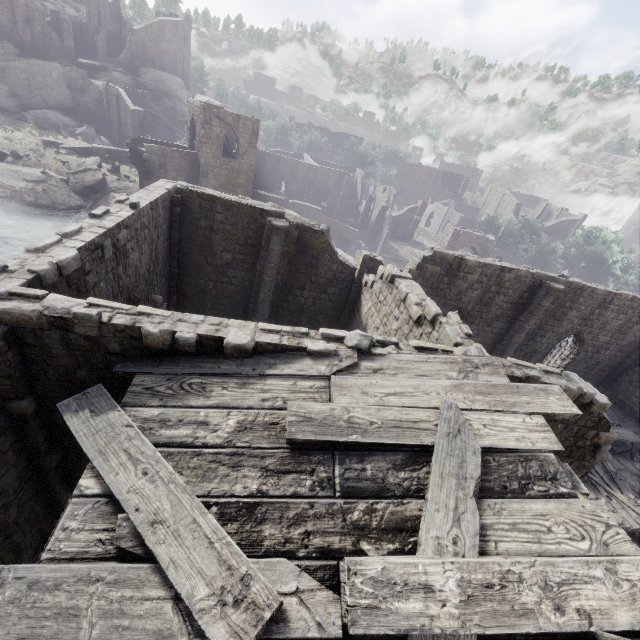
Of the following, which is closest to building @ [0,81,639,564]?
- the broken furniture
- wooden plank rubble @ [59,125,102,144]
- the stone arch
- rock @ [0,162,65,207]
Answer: the stone arch

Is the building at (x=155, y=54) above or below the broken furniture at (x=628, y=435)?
above

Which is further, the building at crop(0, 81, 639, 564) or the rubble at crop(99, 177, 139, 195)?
the rubble at crop(99, 177, 139, 195)

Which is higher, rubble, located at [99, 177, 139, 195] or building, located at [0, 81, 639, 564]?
building, located at [0, 81, 639, 564]

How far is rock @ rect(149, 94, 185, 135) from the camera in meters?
55.0 m

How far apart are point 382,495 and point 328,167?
51.9 meters

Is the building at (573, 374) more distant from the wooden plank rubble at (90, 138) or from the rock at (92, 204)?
the wooden plank rubble at (90, 138)

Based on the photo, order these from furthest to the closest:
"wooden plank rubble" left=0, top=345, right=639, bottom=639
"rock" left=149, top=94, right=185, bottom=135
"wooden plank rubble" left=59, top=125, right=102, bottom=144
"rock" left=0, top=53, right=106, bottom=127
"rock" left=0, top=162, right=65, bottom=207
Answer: "rock" left=149, top=94, right=185, bottom=135
"rock" left=0, top=53, right=106, bottom=127
"wooden plank rubble" left=59, top=125, right=102, bottom=144
"rock" left=0, top=162, right=65, bottom=207
"wooden plank rubble" left=0, top=345, right=639, bottom=639
